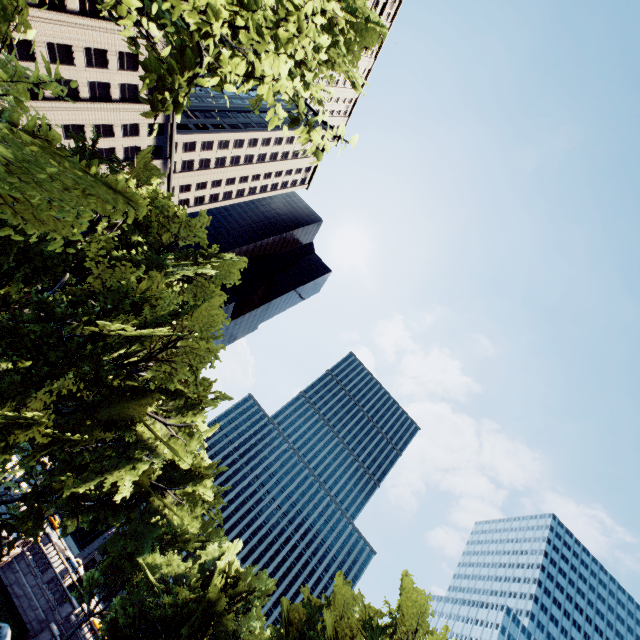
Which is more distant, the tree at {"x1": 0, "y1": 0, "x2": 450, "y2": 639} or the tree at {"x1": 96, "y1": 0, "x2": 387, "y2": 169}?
the tree at {"x1": 0, "y1": 0, "x2": 450, "y2": 639}

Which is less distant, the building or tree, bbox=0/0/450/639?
tree, bbox=0/0/450/639

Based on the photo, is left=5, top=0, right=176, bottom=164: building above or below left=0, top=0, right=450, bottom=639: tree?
above

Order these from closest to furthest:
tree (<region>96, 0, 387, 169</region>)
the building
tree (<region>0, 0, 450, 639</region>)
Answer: tree (<region>96, 0, 387, 169</region>) → tree (<region>0, 0, 450, 639</region>) → the building

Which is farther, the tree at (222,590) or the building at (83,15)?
the building at (83,15)

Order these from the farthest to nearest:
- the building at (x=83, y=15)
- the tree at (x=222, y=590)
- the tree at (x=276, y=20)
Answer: the building at (x=83, y=15) → the tree at (x=222, y=590) → the tree at (x=276, y=20)

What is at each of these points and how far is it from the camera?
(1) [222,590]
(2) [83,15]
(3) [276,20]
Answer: (1) tree, 33.2m
(2) building, 39.5m
(3) tree, 6.0m
